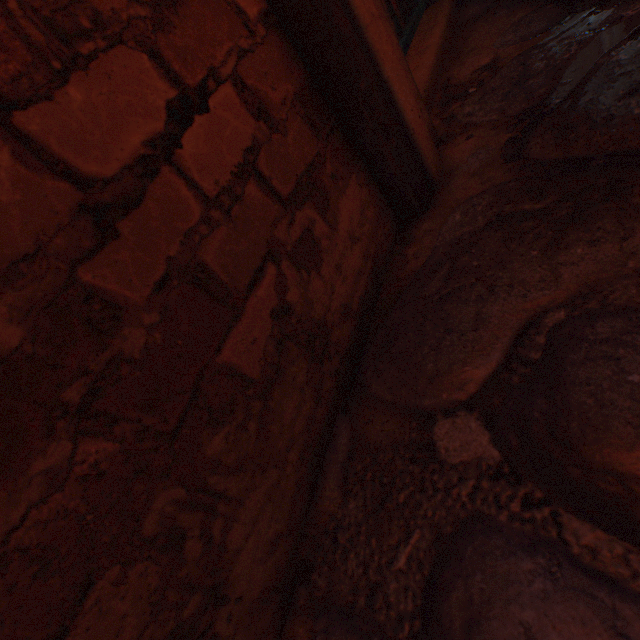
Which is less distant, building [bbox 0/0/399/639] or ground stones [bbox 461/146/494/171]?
building [bbox 0/0/399/639]

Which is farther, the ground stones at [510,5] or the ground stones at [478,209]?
the ground stones at [510,5]

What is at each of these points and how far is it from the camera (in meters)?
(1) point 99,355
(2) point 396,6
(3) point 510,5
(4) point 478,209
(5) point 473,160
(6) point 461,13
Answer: (1) building, 0.41
(2) building, 1.46
(3) ground stones, 1.48
(4) ground stones, 0.86
(5) ground stones, 0.98
(6) ground stones, 1.77

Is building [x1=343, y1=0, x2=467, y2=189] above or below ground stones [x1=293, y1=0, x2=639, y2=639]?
above

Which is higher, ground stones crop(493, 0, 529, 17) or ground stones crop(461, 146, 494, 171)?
ground stones crop(461, 146, 494, 171)

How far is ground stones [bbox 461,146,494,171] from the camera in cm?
95

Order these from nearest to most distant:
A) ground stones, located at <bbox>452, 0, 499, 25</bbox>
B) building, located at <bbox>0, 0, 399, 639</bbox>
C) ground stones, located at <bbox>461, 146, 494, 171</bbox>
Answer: building, located at <bbox>0, 0, 399, 639</bbox>
ground stones, located at <bbox>461, 146, 494, 171</bbox>
ground stones, located at <bbox>452, 0, 499, 25</bbox>

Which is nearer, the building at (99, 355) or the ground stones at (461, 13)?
the building at (99, 355)
